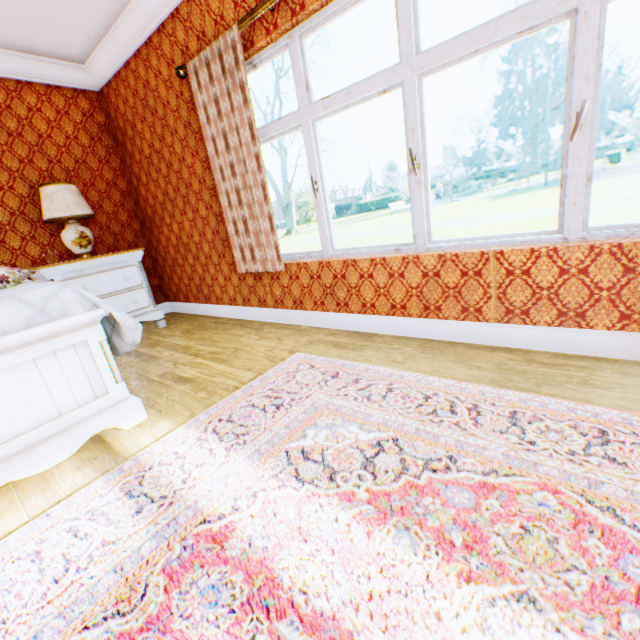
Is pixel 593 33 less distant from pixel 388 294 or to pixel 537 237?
pixel 537 237

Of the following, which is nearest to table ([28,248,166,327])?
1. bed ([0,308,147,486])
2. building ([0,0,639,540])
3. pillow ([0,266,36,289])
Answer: building ([0,0,639,540])

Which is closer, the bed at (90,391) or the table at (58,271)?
the bed at (90,391)

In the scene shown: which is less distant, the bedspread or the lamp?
the bedspread

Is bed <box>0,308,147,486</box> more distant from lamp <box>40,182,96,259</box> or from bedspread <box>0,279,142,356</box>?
lamp <box>40,182,96,259</box>

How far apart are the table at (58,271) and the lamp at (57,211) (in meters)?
0.28

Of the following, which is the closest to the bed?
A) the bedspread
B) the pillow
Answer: the bedspread

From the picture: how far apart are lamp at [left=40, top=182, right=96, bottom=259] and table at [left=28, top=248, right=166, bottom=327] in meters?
0.3 m
